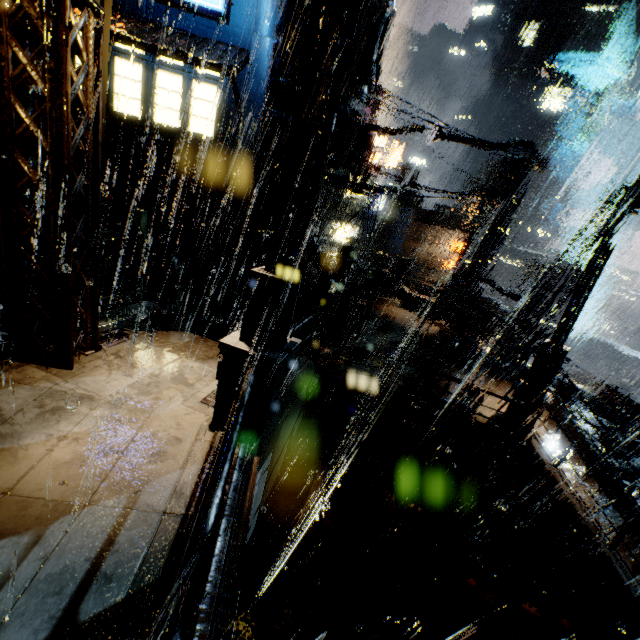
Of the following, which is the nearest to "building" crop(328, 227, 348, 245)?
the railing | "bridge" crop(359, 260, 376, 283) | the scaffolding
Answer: "bridge" crop(359, 260, 376, 283)

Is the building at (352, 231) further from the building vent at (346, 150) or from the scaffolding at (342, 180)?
the scaffolding at (342, 180)

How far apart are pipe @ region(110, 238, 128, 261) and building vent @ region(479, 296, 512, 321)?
27.90m

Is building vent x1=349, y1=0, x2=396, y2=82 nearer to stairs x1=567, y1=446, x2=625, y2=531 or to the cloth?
stairs x1=567, y1=446, x2=625, y2=531

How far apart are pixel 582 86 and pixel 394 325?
74.6m

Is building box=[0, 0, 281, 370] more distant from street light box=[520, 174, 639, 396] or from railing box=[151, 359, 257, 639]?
street light box=[520, 174, 639, 396]

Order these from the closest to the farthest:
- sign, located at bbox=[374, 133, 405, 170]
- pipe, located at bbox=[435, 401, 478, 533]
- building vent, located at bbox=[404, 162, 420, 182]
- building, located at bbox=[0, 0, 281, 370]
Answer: building, located at bbox=[0, 0, 281, 370]
pipe, located at bbox=[435, 401, 478, 533]
sign, located at bbox=[374, 133, 405, 170]
building vent, located at bbox=[404, 162, 420, 182]

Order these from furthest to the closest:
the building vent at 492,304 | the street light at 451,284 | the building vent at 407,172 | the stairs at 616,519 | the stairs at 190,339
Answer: the building vent at 407,172 → the building vent at 492,304 → the street light at 451,284 → the stairs at 616,519 → the stairs at 190,339
